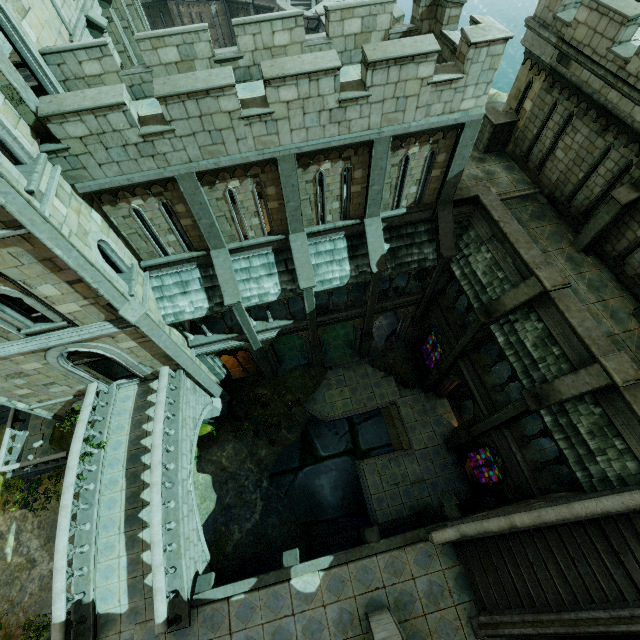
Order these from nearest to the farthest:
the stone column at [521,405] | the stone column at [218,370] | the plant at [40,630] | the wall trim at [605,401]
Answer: the wall trim at [605,401] → the stone column at [521,405] → the plant at [40,630] → the stone column at [218,370]

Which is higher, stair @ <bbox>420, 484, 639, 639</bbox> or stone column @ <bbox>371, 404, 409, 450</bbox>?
stair @ <bbox>420, 484, 639, 639</bbox>

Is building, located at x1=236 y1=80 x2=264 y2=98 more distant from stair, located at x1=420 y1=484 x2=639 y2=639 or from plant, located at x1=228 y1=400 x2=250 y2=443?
stair, located at x1=420 y1=484 x2=639 y2=639

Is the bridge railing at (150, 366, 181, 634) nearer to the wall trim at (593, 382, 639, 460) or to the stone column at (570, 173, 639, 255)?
the wall trim at (593, 382, 639, 460)

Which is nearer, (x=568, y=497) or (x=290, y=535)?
(x=568, y=497)

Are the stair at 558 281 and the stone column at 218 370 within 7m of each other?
no

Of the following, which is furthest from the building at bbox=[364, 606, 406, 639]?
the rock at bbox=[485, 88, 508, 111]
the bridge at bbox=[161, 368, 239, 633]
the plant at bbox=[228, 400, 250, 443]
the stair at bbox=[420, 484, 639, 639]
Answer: the rock at bbox=[485, 88, 508, 111]

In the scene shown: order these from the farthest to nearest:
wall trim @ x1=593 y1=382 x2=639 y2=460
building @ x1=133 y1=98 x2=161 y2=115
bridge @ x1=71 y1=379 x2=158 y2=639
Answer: bridge @ x1=71 y1=379 x2=158 y2=639 → building @ x1=133 y1=98 x2=161 y2=115 → wall trim @ x1=593 y1=382 x2=639 y2=460
